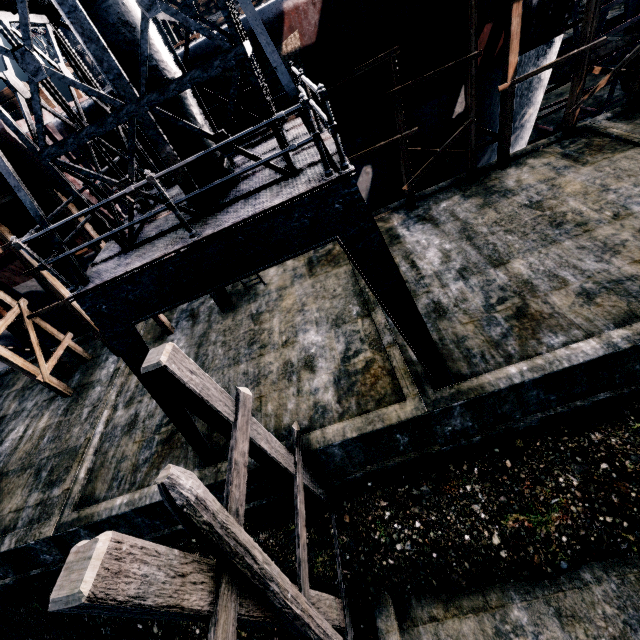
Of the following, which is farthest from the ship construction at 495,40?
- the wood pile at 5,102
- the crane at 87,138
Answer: the wood pile at 5,102

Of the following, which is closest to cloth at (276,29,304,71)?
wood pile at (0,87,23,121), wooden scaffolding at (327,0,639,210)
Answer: wooden scaffolding at (327,0,639,210)

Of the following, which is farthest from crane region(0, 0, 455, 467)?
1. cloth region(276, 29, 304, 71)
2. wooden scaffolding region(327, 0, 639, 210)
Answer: wooden scaffolding region(327, 0, 639, 210)

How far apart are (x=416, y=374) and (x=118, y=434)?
11.1 meters

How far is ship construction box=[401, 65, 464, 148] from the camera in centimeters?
1252cm

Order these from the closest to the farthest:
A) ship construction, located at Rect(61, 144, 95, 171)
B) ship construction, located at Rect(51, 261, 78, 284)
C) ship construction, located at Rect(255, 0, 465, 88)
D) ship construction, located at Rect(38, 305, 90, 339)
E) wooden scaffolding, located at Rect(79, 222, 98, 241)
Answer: ship construction, located at Rect(255, 0, 465, 88) → ship construction, located at Rect(61, 144, 95, 171) → wooden scaffolding, located at Rect(79, 222, 98, 241) → ship construction, located at Rect(51, 261, 78, 284) → ship construction, located at Rect(38, 305, 90, 339)

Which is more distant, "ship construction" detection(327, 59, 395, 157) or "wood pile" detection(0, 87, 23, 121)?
"wood pile" detection(0, 87, 23, 121)

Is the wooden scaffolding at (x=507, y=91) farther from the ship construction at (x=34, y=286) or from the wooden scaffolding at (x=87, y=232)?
the wooden scaffolding at (x=87, y=232)
